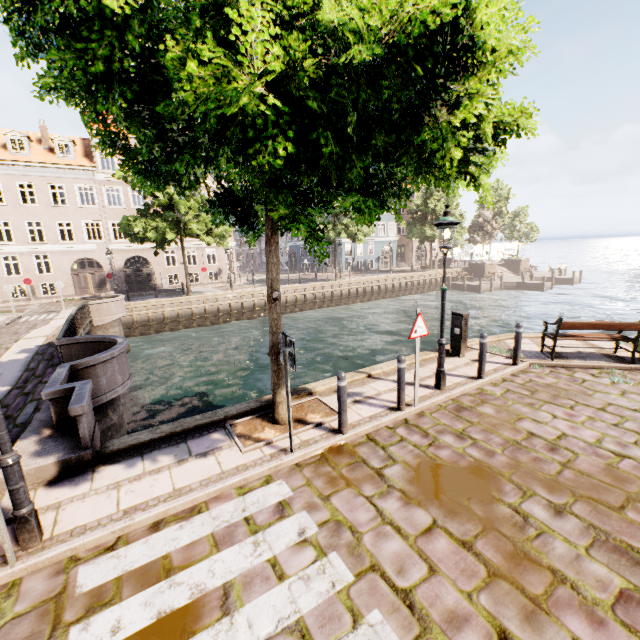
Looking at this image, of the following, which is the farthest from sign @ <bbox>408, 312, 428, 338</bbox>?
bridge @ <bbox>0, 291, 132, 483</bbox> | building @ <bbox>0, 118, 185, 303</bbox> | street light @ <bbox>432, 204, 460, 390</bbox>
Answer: building @ <bbox>0, 118, 185, 303</bbox>

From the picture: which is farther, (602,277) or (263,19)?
(602,277)

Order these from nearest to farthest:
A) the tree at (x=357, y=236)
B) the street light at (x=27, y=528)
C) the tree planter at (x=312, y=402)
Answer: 1. the tree at (x=357, y=236)
2. the street light at (x=27, y=528)
3. the tree planter at (x=312, y=402)

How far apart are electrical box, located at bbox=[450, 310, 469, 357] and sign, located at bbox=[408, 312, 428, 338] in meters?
3.1

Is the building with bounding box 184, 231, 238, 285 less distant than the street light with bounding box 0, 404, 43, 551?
No

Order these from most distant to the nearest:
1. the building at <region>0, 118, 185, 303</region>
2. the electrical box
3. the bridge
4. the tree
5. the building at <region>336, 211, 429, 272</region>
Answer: the building at <region>336, 211, 429, 272</region>, the building at <region>0, 118, 185, 303</region>, the electrical box, the bridge, the tree

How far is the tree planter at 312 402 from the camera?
5.8 meters

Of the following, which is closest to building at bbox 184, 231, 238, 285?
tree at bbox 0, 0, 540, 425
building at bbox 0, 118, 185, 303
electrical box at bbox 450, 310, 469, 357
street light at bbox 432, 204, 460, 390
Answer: tree at bbox 0, 0, 540, 425
